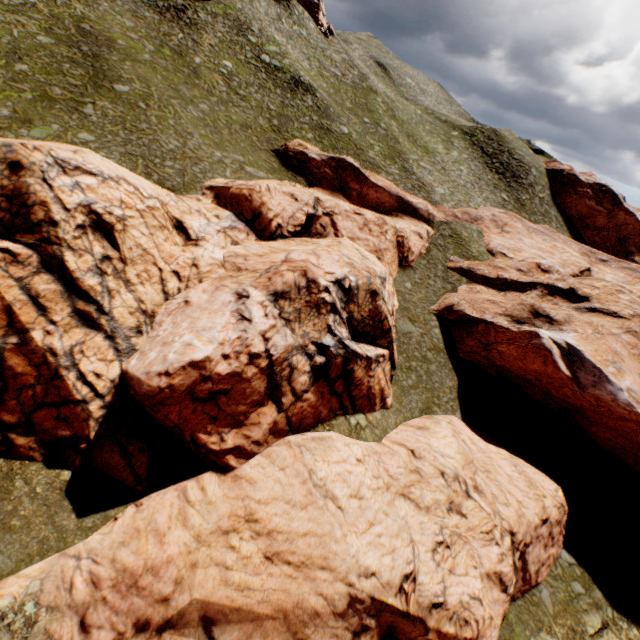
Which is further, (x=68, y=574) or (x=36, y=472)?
(x=36, y=472)

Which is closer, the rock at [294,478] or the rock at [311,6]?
the rock at [294,478]

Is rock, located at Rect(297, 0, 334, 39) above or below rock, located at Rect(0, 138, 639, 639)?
above

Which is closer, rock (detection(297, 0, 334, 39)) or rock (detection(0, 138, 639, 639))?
rock (detection(0, 138, 639, 639))

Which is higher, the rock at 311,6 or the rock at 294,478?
the rock at 311,6
